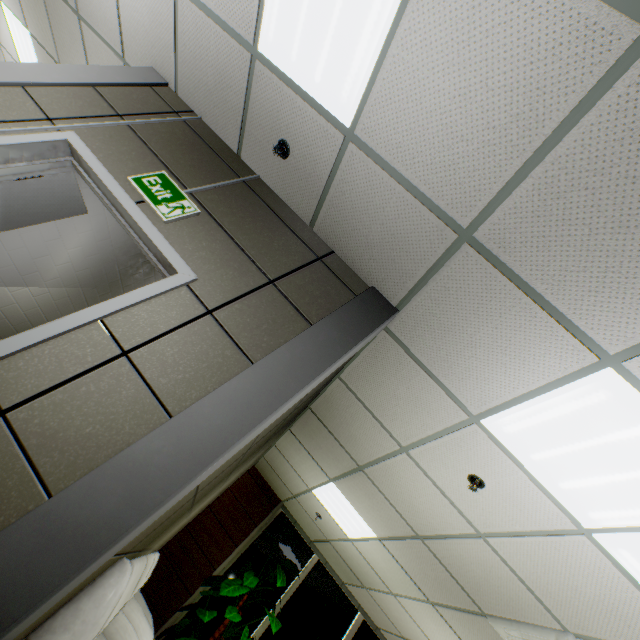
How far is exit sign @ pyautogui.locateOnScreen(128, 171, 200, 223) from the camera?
2.22m

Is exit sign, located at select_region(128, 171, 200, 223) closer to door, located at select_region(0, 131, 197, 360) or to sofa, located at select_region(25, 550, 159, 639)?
door, located at select_region(0, 131, 197, 360)

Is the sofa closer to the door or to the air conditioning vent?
the door

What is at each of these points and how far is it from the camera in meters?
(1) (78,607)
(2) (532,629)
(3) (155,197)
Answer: (1) sofa, 1.8
(2) air conditioning vent, 3.1
(3) exit sign, 2.3

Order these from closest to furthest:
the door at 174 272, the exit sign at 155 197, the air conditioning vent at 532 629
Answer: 1. the door at 174 272
2. the exit sign at 155 197
3. the air conditioning vent at 532 629

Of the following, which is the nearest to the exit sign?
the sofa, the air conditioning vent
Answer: the sofa

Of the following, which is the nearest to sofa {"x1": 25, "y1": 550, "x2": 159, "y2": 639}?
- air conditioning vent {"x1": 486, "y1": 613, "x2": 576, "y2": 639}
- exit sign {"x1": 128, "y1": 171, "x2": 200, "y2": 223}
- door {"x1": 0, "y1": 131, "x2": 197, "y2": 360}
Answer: door {"x1": 0, "y1": 131, "x2": 197, "y2": 360}

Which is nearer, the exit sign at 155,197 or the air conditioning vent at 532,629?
the exit sign at 155,197
